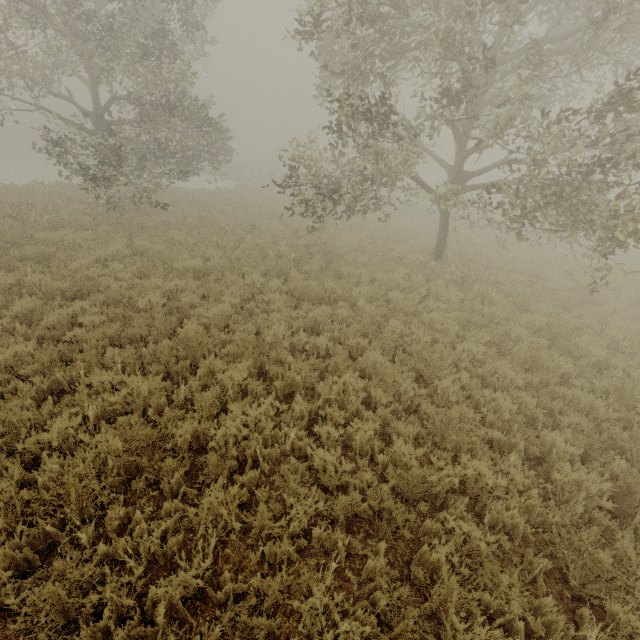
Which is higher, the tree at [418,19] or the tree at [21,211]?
the tree at [418,19]

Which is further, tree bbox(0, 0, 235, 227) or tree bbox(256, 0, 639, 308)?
tree bbox(0, 0, 235, 227)

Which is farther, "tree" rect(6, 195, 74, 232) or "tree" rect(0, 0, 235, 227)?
"tree" rect(6, 195, 74, 232)

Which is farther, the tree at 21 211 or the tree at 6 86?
the tree at 21 211

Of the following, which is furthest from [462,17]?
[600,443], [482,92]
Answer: [600,443]

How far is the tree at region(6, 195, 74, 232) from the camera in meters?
11.9 m

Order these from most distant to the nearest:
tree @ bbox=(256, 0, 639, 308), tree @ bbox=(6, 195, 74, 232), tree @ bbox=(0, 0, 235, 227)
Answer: tree @ bbox=(6, 195, 74, 232), tree @ bbox=(0, 0, 235, 227), tree @ bbox=(256, 0, 639, 308)
